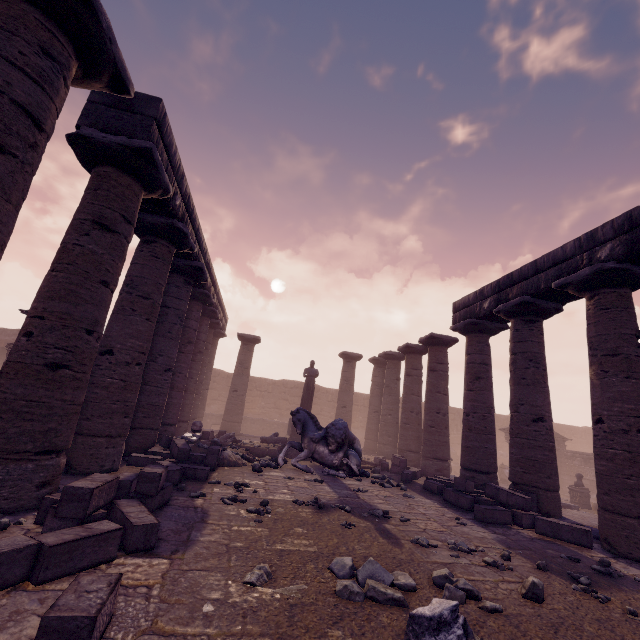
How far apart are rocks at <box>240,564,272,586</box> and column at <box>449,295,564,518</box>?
6.99m

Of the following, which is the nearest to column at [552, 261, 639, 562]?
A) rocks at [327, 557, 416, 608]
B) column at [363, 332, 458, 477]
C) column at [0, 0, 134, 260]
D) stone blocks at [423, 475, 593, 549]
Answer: stone blocks at [423, 475, 593, 549]

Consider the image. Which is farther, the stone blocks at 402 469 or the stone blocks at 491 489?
the stone blocks at 402 469

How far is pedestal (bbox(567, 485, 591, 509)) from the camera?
14.5 meters

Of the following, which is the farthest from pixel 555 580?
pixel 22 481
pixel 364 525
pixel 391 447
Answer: pixel 391 447

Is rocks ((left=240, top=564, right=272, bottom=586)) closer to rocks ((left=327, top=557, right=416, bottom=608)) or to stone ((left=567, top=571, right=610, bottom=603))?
rocks ((left=327, top=557, right=416, bottom=608))

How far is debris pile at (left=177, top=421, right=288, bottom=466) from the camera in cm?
895

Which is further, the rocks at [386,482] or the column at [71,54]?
the rocks at [386,482]
